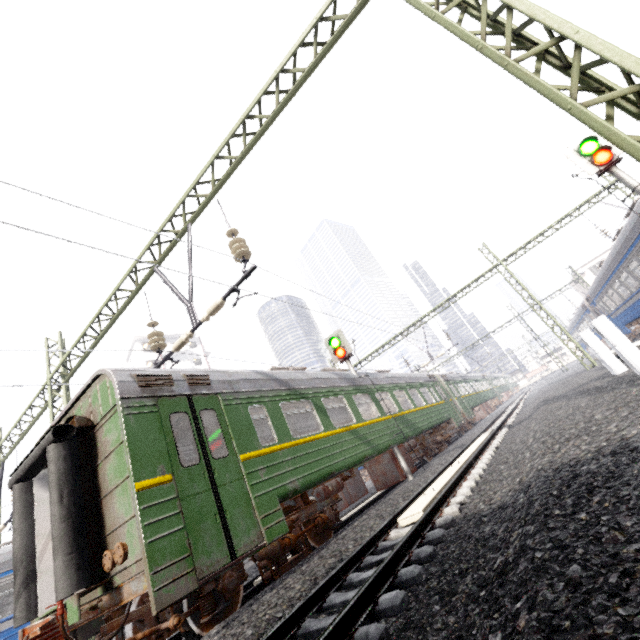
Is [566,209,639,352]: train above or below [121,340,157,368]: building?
below

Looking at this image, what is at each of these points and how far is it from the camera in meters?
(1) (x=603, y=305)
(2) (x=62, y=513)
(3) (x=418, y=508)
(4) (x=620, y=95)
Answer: (1) train, 21.1 m
(2) train, 4.7 m
(3) electrical rail conduit, 5.6 m
(4) power line, 3.5 m

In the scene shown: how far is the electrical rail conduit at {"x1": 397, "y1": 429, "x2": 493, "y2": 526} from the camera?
5.5 meters

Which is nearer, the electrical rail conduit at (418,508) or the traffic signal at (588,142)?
the electrical rail conduit at (418,508)

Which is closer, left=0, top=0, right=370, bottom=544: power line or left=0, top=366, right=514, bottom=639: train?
left=0, top=366, right=514, bottom=639: train

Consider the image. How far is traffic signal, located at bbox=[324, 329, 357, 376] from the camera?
12.6m

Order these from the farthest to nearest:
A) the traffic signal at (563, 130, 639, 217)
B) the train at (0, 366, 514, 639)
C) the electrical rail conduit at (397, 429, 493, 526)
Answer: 1. the traffic signal at (563, 130, 639, 217)
2. the electrical rail conduit at (397, 429, 493, 526)
3. the train at (0, 366, 514, 639)

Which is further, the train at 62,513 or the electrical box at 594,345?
the electrical box at 594,345
